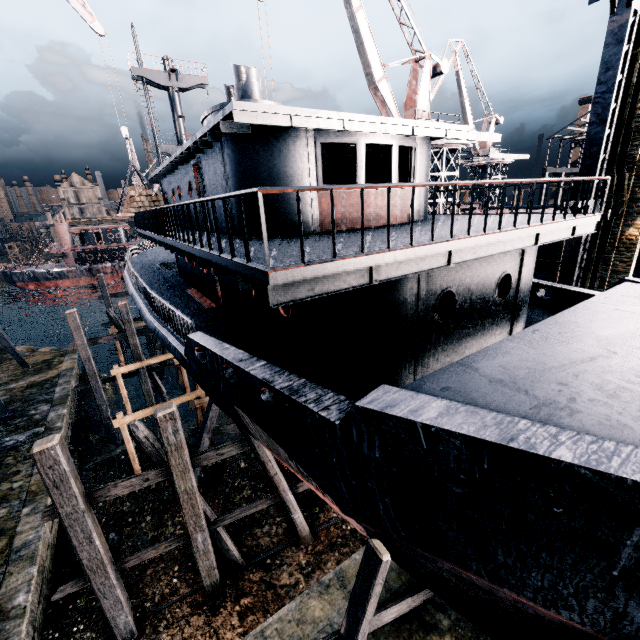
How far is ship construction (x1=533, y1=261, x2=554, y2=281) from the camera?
26.5m

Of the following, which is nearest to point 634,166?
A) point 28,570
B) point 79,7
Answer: point 28,570

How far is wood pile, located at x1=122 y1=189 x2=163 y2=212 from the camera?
19.93m

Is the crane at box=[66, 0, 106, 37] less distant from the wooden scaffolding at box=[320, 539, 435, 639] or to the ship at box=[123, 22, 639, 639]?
the ship at box=[123, 22, 639, 639]

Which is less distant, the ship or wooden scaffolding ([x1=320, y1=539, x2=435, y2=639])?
the ship

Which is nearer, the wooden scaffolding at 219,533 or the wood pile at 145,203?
the wooden scaffolding at 219,533

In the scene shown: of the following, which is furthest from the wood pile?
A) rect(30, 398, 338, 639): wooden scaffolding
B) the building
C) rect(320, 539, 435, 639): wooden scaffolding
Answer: the building

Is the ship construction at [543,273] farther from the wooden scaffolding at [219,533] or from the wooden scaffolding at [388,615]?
the wooden scaffolding at [219,533]
